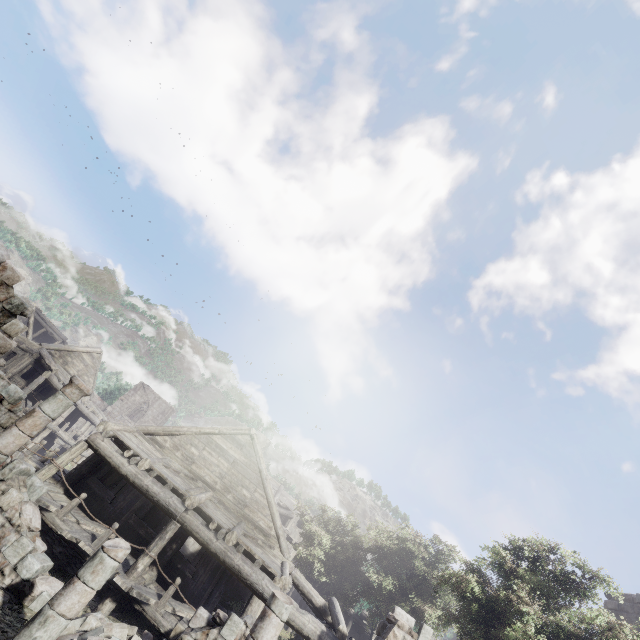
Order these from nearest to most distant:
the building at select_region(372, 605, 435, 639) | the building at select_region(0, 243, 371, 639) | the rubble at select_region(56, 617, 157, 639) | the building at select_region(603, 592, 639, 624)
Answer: the rubble at select_region(56, 617, 157, 639) < the building at select_region(0, 243, 371, 639) < the building at select_region(372, 605, 435, 639) < the building at select_region(603, 592, 639, 624)

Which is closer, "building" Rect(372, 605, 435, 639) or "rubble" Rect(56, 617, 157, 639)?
"rubble" Rect(56, 617, 157, 639)

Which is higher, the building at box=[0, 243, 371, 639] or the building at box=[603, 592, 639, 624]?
the building at box=[603, 592, 639, 624]

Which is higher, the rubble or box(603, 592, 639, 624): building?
box(603, 592, 639, 624): building

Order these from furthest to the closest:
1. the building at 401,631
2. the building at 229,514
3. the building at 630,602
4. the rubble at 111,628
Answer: the building at 630,602 → the building at 401,631 → the building at 229,514 → the rubble at 111,628

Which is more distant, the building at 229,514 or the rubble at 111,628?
the building at 229,514

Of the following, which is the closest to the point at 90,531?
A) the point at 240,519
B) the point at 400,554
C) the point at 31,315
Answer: the point at 240,519

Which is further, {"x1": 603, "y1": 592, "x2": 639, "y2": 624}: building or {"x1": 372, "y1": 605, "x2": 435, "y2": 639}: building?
{"x1": 603, "y1": 592, "x2": 639, "y2": 624}: building
